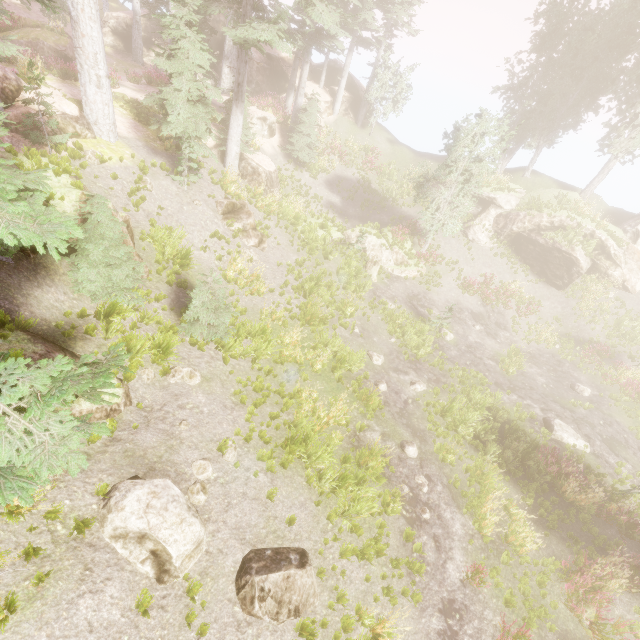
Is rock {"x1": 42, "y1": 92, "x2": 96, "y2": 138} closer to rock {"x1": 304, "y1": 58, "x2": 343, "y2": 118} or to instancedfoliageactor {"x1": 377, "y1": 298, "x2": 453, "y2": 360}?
instancedfoliageactor {"x1": 377, "y1": 298, "x2": 453, "y2": 360}

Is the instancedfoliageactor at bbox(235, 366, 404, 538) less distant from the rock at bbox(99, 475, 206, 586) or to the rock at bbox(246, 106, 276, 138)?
the rock at bbox(99, 475, 206, 586)

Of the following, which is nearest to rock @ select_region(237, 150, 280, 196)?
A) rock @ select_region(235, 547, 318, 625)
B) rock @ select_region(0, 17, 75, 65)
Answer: rock @ select_region(0, 17, 75, 65)

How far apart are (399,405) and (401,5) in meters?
32.3 m

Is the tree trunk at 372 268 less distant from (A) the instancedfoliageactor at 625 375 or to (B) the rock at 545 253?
(A) the instancedfoliageactor at 625 375

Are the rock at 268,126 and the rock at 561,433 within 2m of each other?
no

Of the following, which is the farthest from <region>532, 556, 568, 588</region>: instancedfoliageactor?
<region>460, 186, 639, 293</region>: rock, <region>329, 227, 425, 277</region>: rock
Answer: <region>329, 227, 425, 277</region>: rock

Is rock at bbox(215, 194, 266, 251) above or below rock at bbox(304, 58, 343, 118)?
below
